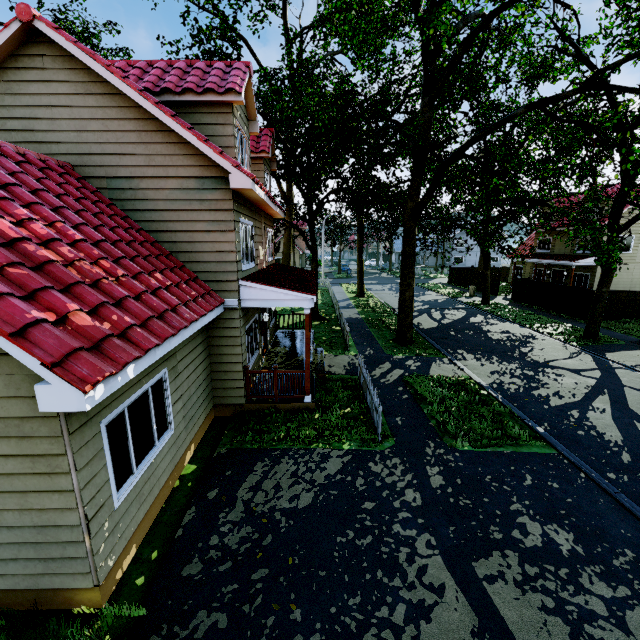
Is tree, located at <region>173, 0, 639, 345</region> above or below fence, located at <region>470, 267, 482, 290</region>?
above

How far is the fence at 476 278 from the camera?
34.2m

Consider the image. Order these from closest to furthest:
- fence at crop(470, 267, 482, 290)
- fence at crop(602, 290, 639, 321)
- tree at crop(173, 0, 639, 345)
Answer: tree at crop(173, 0, 639, 345) < fence at crop(602, 290, 639, 321) < fence at crop(470, 267, 482, 290)

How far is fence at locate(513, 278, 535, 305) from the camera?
26.0m

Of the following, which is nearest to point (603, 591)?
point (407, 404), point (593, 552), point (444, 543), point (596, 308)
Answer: point (593, 552)
